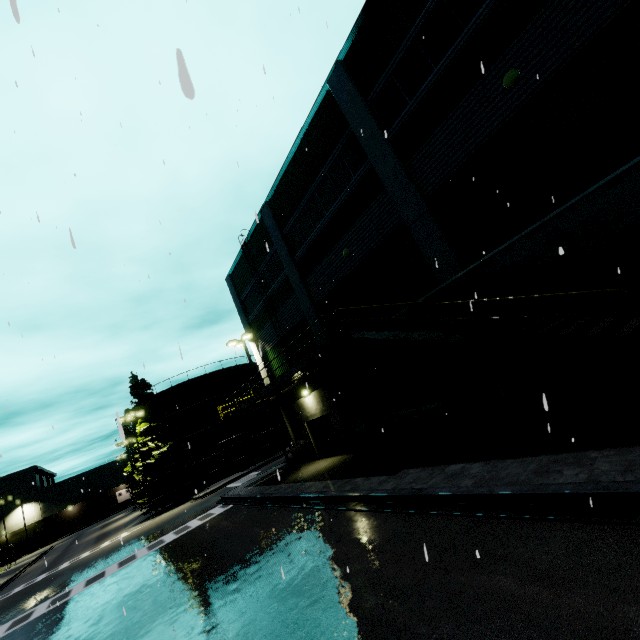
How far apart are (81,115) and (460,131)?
11.20m

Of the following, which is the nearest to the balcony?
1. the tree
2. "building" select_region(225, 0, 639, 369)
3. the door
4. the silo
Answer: "building" select_region(225, 0, 639, 369)

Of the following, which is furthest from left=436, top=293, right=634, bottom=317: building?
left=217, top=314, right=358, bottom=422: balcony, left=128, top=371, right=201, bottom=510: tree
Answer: left=128, top=371, right=201, bottom=510: tree

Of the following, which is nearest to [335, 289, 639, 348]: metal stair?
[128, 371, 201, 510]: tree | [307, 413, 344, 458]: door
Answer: [307, 413, 344, 458]: door

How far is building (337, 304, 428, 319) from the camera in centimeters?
1223cm

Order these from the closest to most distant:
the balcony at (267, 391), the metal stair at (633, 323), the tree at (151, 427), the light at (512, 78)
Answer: the metal stair at (633, 323) < the light at (512, 78) < the balcony at (267, 391) < the tree at (151, 427)

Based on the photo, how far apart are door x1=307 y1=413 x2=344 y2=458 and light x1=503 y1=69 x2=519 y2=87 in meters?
15.7 m

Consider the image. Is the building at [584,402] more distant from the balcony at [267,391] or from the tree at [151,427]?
the tree at [151,427]
